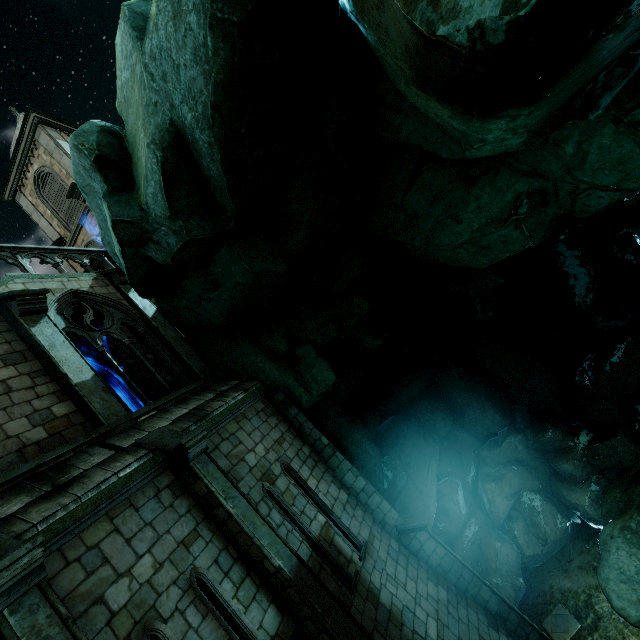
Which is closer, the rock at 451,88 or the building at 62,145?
the rock at 451,88

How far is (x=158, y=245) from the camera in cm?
740

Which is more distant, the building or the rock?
the building
